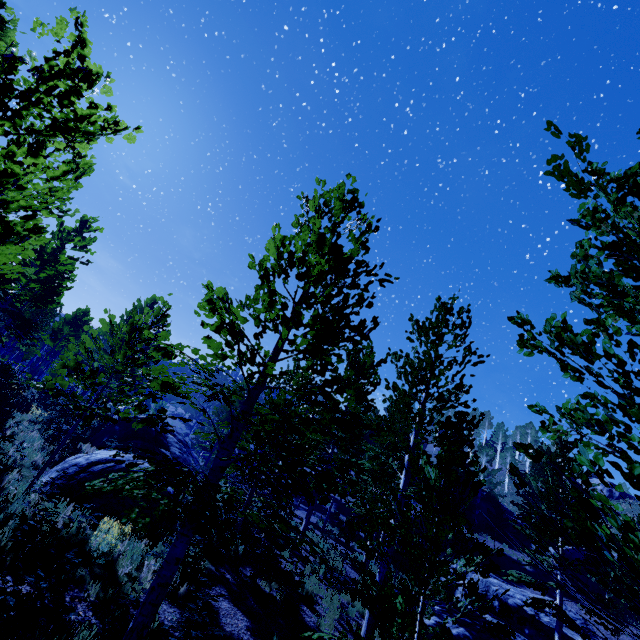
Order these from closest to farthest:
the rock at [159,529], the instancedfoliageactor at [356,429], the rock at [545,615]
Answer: the instancedfoliageactor at [356,429] → the rock at [159,529] → the rock at [545,615]

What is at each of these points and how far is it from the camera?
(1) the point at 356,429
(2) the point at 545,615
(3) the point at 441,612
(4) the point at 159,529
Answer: (1) instancedfoliageactor, 17.0 meters
(2) rock, 20.7 meters
(3) rock, 13.9 meters
(4) rock, 9.0 meters

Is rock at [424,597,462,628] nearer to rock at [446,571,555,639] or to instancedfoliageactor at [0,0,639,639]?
instancedfoliageactor at [0,0,639,639]

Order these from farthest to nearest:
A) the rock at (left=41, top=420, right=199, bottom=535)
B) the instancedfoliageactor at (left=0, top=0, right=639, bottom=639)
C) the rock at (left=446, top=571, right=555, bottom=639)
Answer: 1. the rock at (left=446, top=571, right=555, bottom=639)
2. the rock at (left=41, top=420, right=199, bottom=535)
3. the instancedfoliageactor at (left=0, top=0, right=639, bottom=639)

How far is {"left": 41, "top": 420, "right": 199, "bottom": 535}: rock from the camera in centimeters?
837cm

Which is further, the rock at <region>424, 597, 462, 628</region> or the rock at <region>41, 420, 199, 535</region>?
the rock at <region>424, 597, 462, 628</region>

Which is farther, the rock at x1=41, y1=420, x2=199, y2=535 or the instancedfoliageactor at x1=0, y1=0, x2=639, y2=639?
the rock at x1=41, y1=420, x2=199, y2=535

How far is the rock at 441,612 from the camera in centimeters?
1291cm
